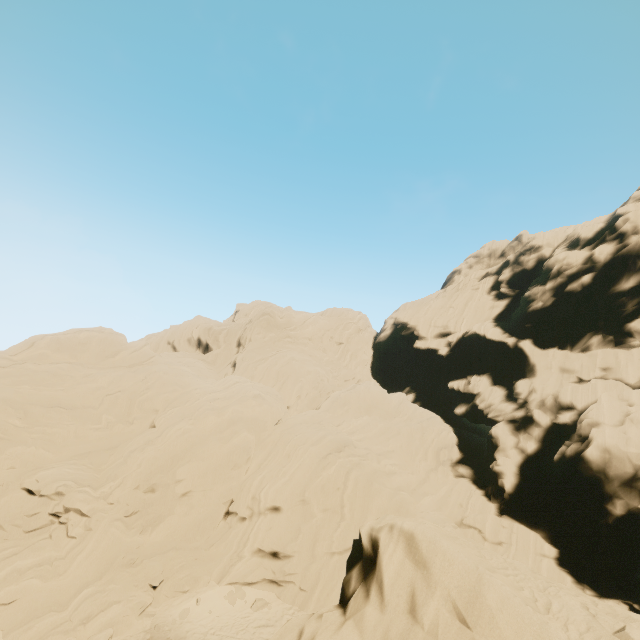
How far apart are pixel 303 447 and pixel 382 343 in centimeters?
2832cm
